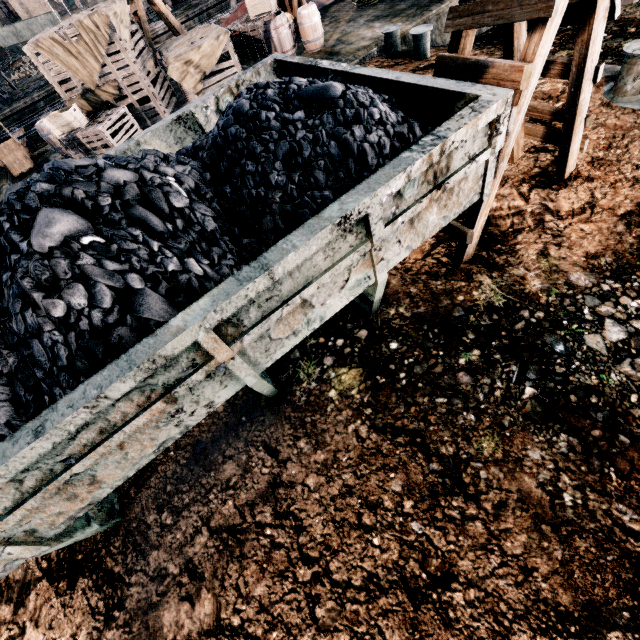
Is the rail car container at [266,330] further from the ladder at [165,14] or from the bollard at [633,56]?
the ladder at [165,14]

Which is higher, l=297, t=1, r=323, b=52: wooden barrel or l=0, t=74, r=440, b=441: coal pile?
l=0, t=74, r=440, b=441: coal pile

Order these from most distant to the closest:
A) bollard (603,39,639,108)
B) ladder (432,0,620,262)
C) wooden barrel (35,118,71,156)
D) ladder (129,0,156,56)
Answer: ladder (129,0,156,56) → wooden barrel (35,118,71,156) → bollard (603,39,639,108) → ladder (432,0,620,262)

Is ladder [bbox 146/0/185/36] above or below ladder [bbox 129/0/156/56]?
below

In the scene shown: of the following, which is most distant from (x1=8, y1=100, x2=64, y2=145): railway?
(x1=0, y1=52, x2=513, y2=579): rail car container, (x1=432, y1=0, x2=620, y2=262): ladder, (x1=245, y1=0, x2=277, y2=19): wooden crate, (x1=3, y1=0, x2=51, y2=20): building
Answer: (x1=3, y1=0, x2=51, y2=20): building

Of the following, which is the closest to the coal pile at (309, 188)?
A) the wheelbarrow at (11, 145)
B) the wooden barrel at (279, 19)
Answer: the wooden barrel at (279, 19)

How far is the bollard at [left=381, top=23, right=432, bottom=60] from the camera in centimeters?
978cm

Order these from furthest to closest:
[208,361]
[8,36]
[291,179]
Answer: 1. [8,36]
2. [291,179]
3. [208,361]
